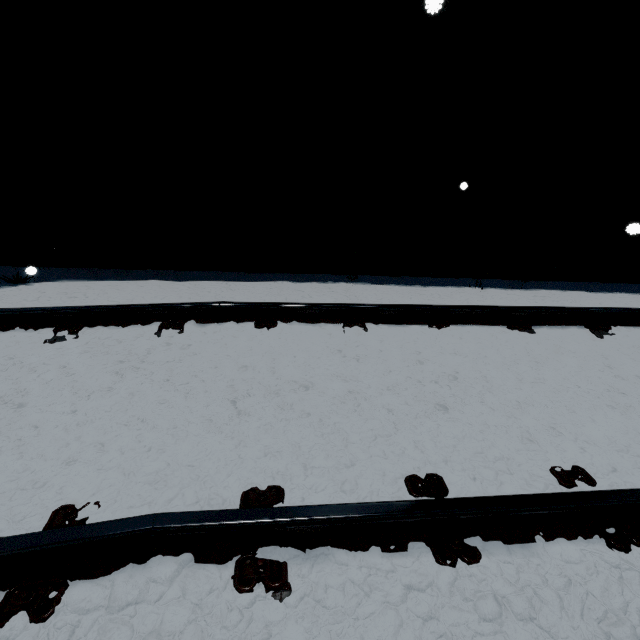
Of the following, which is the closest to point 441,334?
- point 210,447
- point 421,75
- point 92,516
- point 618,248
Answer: point 210,447
